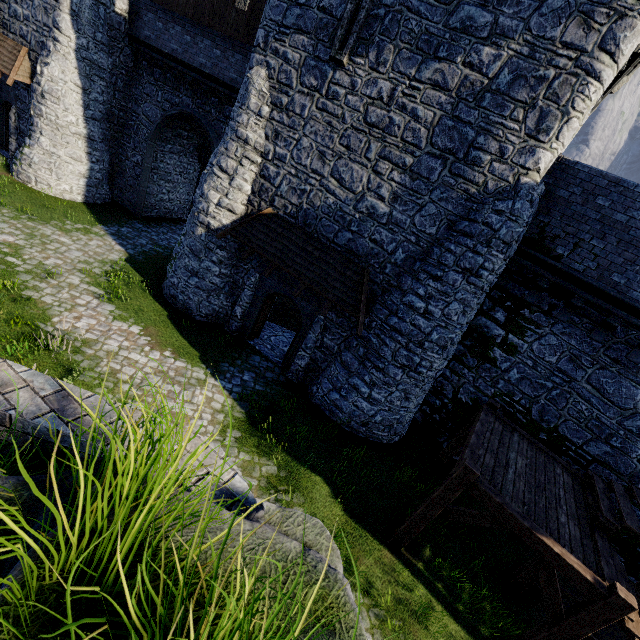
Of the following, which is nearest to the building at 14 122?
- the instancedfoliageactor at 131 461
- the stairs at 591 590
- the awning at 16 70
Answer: the awning at 16 70

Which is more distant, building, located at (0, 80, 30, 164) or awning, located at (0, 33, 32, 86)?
building, located at (0, 80, 30, 164)

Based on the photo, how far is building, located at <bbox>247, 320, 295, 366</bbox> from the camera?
13.45m

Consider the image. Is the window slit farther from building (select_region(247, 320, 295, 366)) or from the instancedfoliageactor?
the instancedfoliageactor

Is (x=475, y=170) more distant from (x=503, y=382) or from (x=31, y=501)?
(x=31, y=501)

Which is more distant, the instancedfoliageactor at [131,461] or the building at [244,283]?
the building at [244,283]
